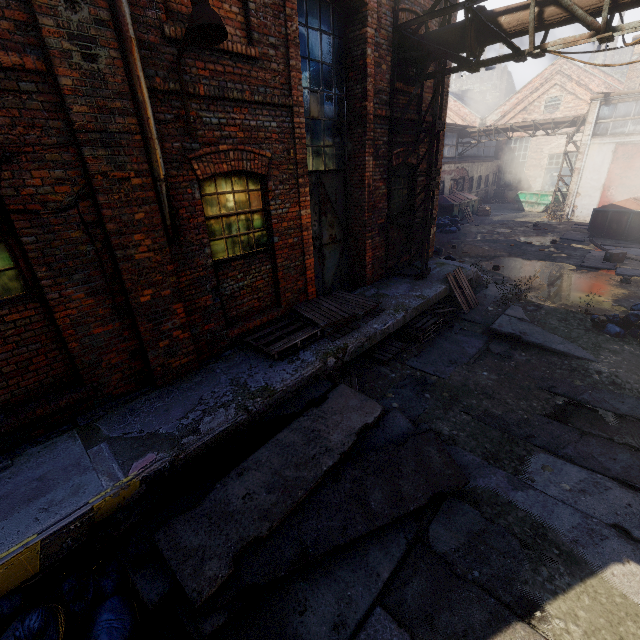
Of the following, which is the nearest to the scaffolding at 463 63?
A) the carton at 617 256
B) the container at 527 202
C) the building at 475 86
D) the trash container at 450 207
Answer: the carton at 617 256

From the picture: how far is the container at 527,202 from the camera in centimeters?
2391cm

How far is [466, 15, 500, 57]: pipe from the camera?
6.0m

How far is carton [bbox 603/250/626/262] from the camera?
11.9m

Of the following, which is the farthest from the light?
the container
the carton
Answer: the container

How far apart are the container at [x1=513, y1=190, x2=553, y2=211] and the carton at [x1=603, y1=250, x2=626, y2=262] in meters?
14.0

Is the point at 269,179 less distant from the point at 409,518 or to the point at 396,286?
the point at 396,286

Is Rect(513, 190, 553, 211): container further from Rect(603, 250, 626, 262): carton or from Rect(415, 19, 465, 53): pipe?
Rect(415, 19, 465, 53): pipe
